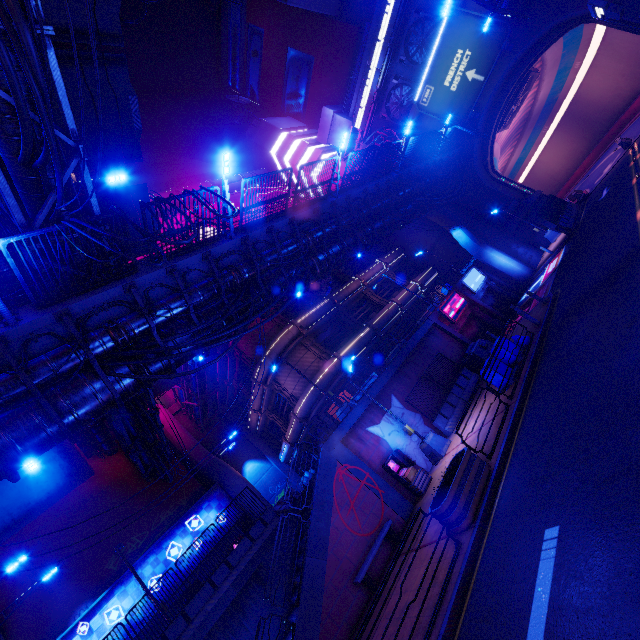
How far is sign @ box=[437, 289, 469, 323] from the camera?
23.5m

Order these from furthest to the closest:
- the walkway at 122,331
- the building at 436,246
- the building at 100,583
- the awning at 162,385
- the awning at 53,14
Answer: the building at 436,246 → the awning at 162,385 → the building at 100,583 → the awning at 53,14 → the walkway at 122,331

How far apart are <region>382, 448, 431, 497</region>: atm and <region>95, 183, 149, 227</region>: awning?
16.9 meters

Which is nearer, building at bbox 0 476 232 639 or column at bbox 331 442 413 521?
column at bbox 331 442 413 521

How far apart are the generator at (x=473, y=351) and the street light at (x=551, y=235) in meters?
15.9 m

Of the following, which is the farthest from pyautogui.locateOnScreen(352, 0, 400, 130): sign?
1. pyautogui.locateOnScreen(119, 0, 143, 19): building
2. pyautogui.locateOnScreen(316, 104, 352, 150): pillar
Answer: pyautogui.locateOnScreen(119, 0, 143, 19): building

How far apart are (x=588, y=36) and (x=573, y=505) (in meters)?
46.23

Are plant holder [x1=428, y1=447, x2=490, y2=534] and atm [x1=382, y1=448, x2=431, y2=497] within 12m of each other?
yes
